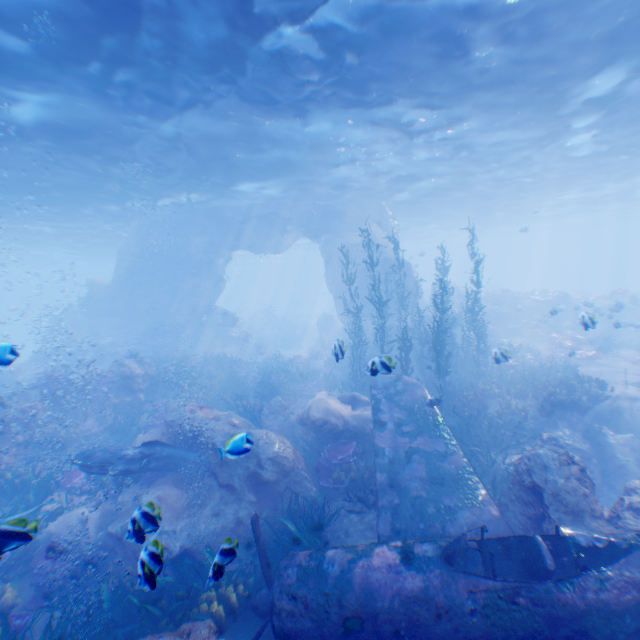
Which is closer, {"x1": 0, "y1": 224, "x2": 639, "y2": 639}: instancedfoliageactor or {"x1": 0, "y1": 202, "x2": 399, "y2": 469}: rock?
{"x1": 0, "y1": 224, "x2": 639, "y2": 639}: instancedfoliageactor

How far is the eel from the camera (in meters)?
8.56

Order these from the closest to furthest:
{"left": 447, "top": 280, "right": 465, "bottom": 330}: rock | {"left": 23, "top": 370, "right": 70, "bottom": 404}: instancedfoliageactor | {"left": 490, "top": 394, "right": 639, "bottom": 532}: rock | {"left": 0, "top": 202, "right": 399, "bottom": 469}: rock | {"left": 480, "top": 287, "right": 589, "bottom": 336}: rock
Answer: {"left": 490, "top": 394, "right": 639, "bottom": 532}: rock
{"left": 23, "top": 370, "right": 70, "bottom": 404}: instancedfoliageactor
{"left": 0, "top": 202, "right": 399, "bottom": 469}: rock
{"left": 480, "top": 287, "right": 589, "bottom": 336}: rock
{"left": 447, "top": 280, "right": 465, "bottom": 330}: rock

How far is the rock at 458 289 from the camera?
26.31m

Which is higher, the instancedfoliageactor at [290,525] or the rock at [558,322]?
the rock at [558,322]

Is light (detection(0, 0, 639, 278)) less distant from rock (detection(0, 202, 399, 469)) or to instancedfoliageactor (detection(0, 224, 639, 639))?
rock (detection(0, 202, 399, 469))

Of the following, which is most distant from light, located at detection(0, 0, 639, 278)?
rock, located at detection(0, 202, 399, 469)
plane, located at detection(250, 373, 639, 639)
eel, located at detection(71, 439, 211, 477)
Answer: eel, located at detection(71, 439, 211, 477)

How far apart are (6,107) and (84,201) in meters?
11.1
